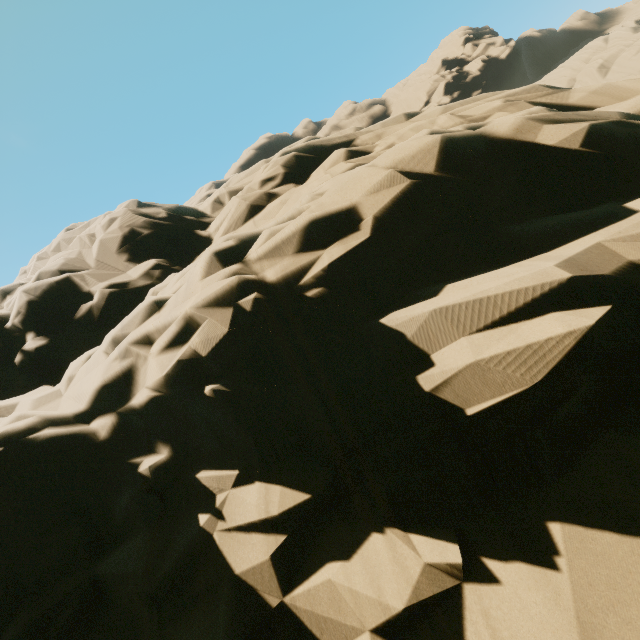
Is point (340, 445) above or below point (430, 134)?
below
